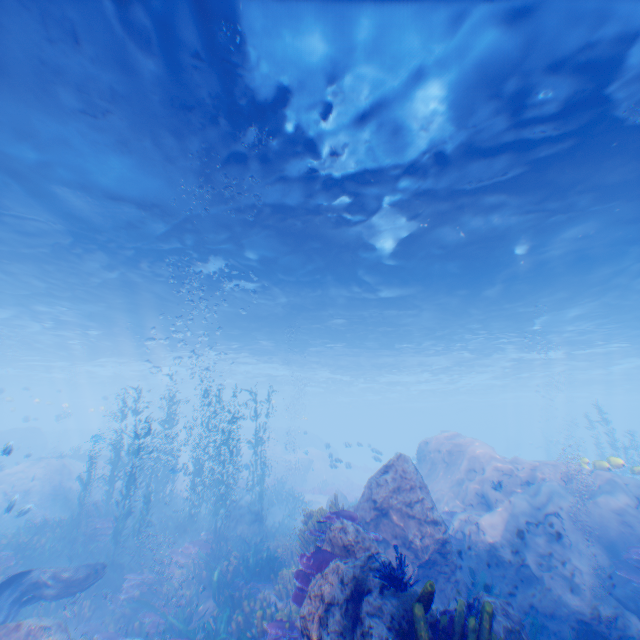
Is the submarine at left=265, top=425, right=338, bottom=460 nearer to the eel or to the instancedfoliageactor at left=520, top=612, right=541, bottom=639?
the eel

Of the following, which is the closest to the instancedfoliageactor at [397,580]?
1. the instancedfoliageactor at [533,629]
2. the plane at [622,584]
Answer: the instancedfoliageactor at [533,629]

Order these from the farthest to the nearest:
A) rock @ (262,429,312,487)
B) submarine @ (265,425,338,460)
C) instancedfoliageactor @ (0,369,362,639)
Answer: rock @ (262,429,312,487)
submarine @ (265,425,338,460)
instancedfoliageactor @ (0,369,362,639)

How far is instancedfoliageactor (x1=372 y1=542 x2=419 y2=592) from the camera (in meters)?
4.68

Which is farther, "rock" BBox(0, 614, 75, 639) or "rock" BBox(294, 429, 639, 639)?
"rock" BBox(0, 614, 75, 639)

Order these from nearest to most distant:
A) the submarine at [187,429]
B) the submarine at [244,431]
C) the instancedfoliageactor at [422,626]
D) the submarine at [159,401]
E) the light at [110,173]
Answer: the instancedfoliageactor at [422,626]
the light at [110,173]
the submarine at [159,401]
the submarine at [187,429]
the submarine at [244,431]

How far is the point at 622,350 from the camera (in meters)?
28.56

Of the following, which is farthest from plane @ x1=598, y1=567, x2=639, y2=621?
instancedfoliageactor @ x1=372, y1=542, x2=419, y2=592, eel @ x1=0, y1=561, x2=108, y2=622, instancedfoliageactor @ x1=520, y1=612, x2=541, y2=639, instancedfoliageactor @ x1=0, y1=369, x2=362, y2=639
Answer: eel @ x1=0, y1=561, x2=108, y2=622
